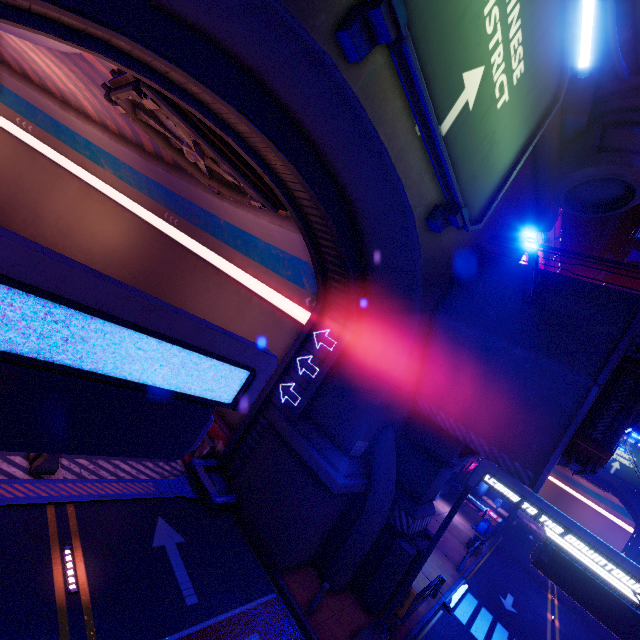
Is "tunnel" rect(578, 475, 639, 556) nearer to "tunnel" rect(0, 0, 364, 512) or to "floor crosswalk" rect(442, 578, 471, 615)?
"floor crosswalk" rect(442, 578, 471, 615)

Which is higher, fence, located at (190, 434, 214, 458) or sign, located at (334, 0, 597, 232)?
sign, located at (334, 0, 597, 232)

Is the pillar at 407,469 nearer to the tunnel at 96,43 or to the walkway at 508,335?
the walkway at 508,335

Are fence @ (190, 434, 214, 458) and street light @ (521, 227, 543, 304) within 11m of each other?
no

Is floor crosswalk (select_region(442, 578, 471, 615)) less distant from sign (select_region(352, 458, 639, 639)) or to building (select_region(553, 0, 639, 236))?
→ sign (select_region(352, 458, 639, 639))

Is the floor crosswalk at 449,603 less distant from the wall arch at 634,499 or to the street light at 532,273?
the street light at 532,273

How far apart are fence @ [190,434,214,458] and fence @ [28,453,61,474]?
5.14m

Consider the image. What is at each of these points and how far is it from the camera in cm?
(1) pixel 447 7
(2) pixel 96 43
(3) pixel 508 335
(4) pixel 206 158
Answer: (1) sign, 571
(2) tunnel, 679
(3) walkway, 1006
(4) vent, 1212
